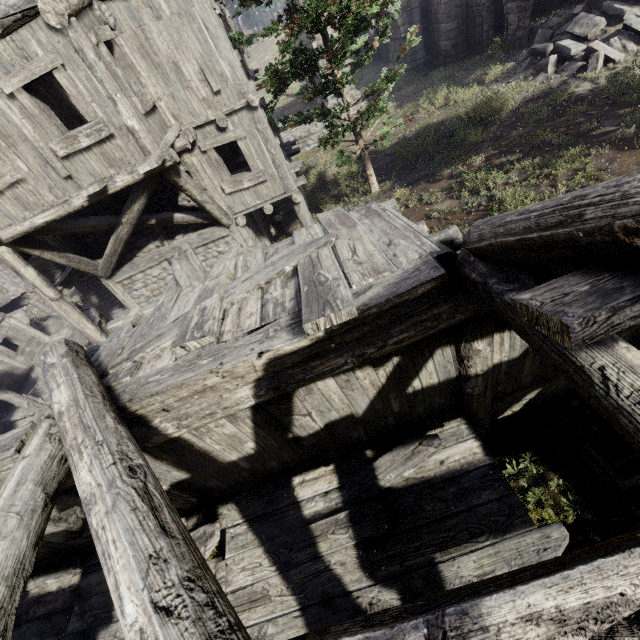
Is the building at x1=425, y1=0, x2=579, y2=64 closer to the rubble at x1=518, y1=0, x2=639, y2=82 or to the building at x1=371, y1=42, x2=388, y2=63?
the rubble at x1=518, y1=0, x2=639, y2=82

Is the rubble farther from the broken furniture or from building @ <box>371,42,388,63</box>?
building @ <box>371,42,388,63</box>

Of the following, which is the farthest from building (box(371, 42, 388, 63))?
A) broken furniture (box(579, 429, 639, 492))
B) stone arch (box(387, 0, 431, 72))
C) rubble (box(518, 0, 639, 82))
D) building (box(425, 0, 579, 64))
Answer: broken furniture (box(579, 429, 639, 492))

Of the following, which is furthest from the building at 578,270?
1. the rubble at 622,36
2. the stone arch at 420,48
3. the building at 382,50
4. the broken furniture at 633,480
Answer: the building at 382,50

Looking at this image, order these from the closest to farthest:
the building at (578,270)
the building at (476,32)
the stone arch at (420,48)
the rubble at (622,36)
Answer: the building at (578,270) < the rubble at (622,36) < the building at (476,32) < the stone arch at (420,48)

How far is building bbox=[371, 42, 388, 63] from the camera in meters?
25.3 m

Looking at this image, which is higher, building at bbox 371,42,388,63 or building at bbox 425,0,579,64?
building at bbox 371,42,388,63

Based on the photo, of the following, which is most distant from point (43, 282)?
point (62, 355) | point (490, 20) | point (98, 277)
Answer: point (490, 20)
